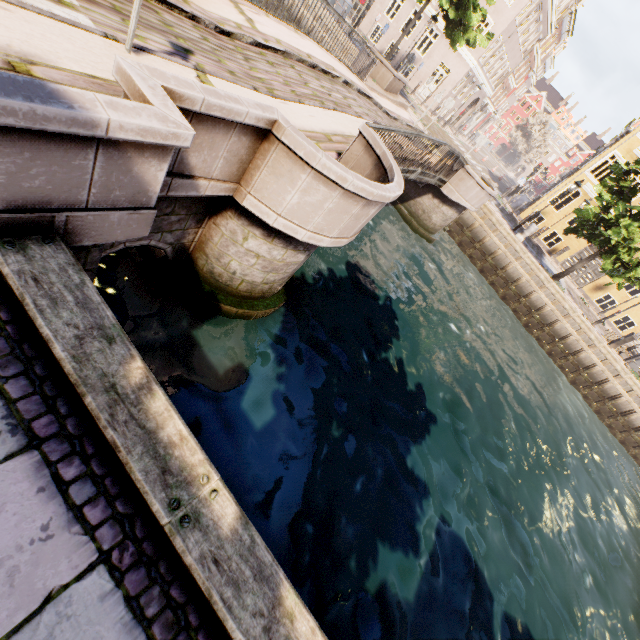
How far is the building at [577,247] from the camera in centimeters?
2358cm

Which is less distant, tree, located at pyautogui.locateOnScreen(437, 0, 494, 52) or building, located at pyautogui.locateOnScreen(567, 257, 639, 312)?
tree, located at pyautogui.locateOnScreen(437, 0, 494, 52)

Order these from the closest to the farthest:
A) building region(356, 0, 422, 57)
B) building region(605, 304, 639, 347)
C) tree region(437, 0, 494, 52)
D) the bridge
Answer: the bridge, tree region(437, 0, 494, 52), building region(605, 304, 639, 347), building region(356, 0, 422, 57)

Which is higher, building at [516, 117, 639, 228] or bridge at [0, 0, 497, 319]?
building at [516, 117, 639, 228]

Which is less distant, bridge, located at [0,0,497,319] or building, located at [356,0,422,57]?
bridge, located at [0,0,497,319]

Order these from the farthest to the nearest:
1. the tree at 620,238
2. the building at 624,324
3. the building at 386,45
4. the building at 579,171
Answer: the building at 386,45 → the building at 624,324 → the building at 579,171 → the tree at 620,238

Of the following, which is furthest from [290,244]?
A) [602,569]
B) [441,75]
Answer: [441,75]
